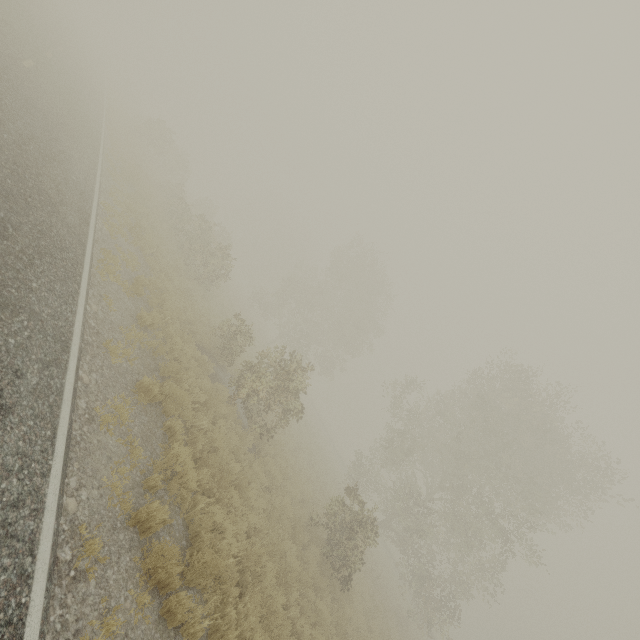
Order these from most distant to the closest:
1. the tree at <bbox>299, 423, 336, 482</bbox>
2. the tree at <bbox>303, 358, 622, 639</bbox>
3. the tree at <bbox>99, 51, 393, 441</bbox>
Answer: the tree at <bbox>299, 423, 336, 482</bbox>, the tree at <bbox>303, 358, 622, 639</bbox>, the tree at <bbox>99, 51, 393, 441</bbox>

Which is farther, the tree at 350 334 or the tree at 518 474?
the tree at 518 474

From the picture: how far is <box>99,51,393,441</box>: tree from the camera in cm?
1426

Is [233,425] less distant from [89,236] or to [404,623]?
[89,236]

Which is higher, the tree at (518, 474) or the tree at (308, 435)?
the tree at (518, 474)

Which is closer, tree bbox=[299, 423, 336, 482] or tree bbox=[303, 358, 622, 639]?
tree bbox=[303, 358, 622, 639]
